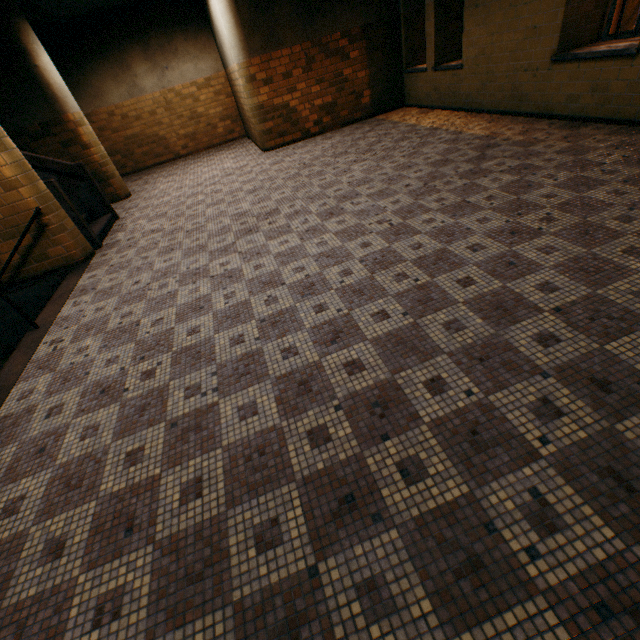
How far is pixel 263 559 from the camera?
1.5 meters

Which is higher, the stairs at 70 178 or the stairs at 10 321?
the stairs at 70 178

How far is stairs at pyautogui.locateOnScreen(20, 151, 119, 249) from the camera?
5.32m

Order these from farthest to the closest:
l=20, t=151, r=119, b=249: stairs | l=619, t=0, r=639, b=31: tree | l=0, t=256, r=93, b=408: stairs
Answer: l=619, t=0, r=639, b=31: tree < l=20, t=151, r=119, b=249: stairs < l=0, t=256, r=93, b=408: stairs

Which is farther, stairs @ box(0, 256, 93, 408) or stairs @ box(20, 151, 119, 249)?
stairs @ box(20, 151, 119, 249)

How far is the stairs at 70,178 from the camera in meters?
5.3 m

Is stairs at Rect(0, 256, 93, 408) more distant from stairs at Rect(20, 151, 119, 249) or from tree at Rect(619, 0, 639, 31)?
tree at Rect(619, 0, 639, 31)
